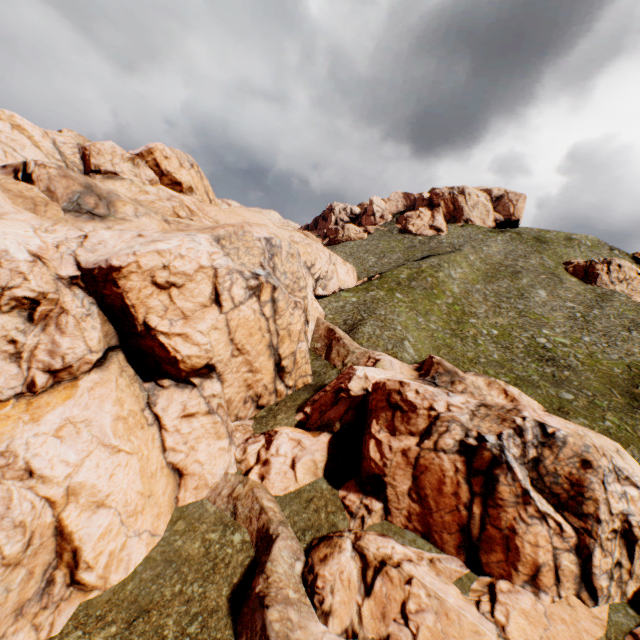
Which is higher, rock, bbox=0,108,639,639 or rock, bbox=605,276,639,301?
rock, bbox=605,276,639,301

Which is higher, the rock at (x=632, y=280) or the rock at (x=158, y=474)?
the rock at (x=632, y=280)

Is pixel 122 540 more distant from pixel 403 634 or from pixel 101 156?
pixel 101 156

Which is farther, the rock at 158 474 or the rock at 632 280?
the rock at 632 280

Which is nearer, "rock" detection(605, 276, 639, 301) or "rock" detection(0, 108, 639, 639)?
"rock" detection(0, 108, 639, 639)
